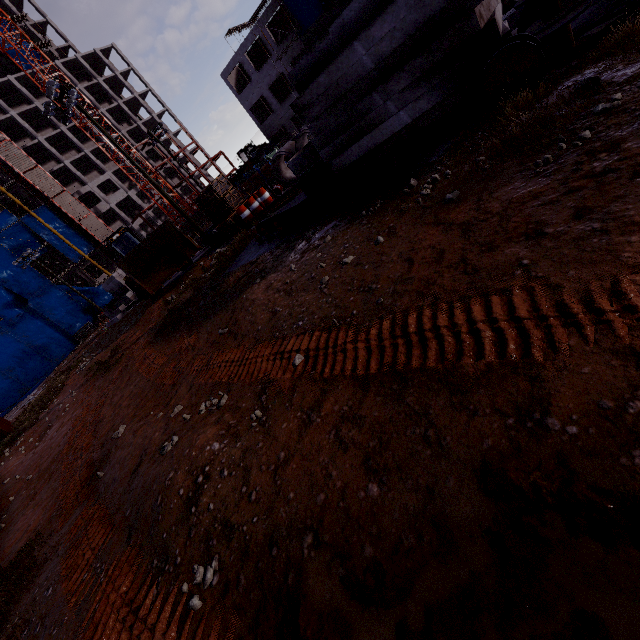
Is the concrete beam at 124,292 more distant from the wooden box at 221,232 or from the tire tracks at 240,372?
the wooden box at 221,232

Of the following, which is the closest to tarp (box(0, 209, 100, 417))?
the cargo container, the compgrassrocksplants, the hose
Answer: the cargo container

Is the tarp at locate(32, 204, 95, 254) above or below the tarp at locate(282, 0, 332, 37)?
above

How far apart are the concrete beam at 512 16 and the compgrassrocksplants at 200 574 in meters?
13.0 m

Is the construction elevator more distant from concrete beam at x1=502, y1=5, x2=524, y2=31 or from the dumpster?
concrete beam at x1=502, y1=5, x2=524, y2=31

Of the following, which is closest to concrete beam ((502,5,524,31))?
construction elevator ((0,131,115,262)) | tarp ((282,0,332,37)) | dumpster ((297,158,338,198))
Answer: dumpster ((297,158,338,198))

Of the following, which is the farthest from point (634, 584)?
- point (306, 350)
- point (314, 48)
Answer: point (314, 48)

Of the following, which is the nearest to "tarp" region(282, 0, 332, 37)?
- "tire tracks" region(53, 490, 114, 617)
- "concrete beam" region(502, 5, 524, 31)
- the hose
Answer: "concrete beam" region(502, 5, 524, 31)
